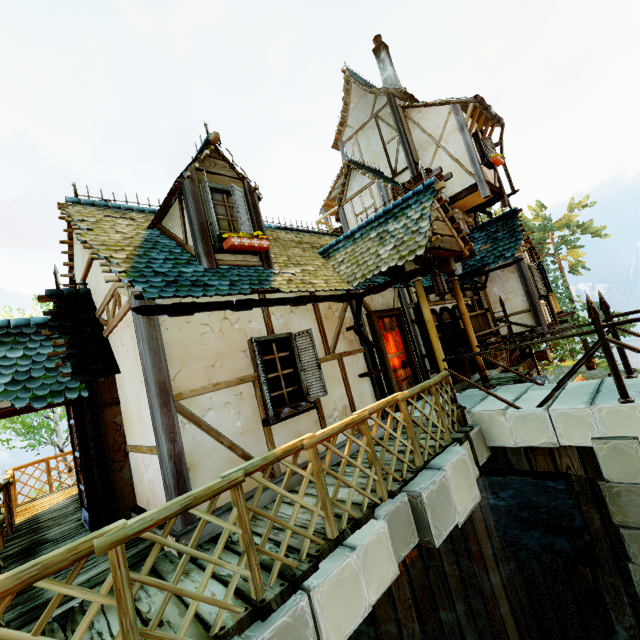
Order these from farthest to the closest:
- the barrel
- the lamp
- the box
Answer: the box → the barrel → the lamp

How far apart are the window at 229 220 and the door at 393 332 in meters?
2.9 m

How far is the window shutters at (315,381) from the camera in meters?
5.3 m

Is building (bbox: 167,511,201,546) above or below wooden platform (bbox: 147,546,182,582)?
above

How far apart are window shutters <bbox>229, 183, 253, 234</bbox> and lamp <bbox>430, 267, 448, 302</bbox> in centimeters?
332cm

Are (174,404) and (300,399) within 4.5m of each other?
yes

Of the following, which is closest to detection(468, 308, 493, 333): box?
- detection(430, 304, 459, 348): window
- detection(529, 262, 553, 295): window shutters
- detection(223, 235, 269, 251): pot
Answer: detection(430, 304, 459, 348): window

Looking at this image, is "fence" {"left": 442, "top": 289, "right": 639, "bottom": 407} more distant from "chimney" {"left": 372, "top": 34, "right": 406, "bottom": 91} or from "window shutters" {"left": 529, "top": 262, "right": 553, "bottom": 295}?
"chimney" {"left": 372, "top": 34, "right": 406, "bottom": 91}
